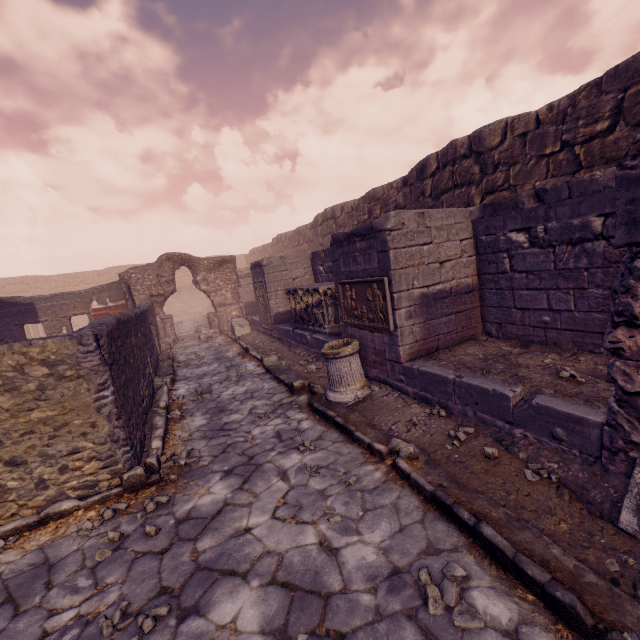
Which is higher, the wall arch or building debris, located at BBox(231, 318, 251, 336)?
the wall arch

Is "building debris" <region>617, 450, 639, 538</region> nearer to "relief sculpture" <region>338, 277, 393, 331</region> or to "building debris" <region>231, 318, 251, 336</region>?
"relief sculpture" <region>338, 277, 393, 331</region>

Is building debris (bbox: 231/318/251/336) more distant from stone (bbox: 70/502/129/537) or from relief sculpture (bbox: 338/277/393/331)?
stone (bbox: 70/502/129/537)

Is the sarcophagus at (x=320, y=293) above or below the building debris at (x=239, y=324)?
above

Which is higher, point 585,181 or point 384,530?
point 585,181

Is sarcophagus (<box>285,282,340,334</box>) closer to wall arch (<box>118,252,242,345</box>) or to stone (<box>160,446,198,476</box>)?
stone (<box>160,446,198,476</box>)

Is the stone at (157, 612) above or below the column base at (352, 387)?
below

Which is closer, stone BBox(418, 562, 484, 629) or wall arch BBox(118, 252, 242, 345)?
stone BBox(418, 562, 484, 629)
